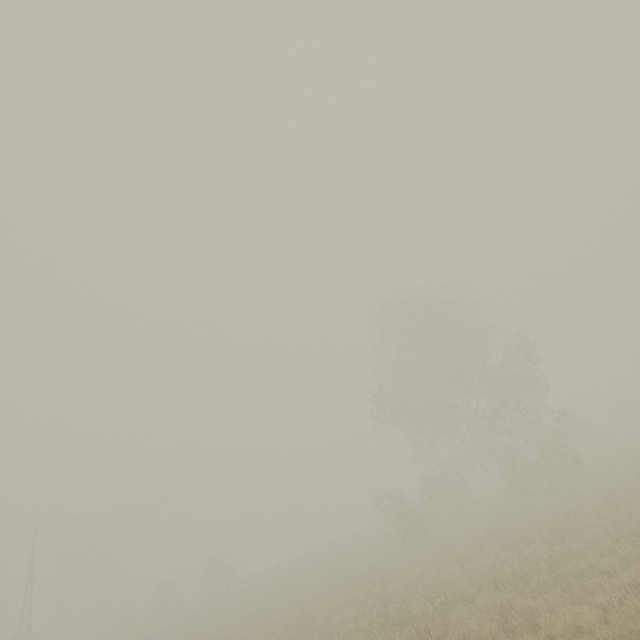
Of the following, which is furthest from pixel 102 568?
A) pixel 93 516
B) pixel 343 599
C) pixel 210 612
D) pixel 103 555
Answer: pixel 343 599
